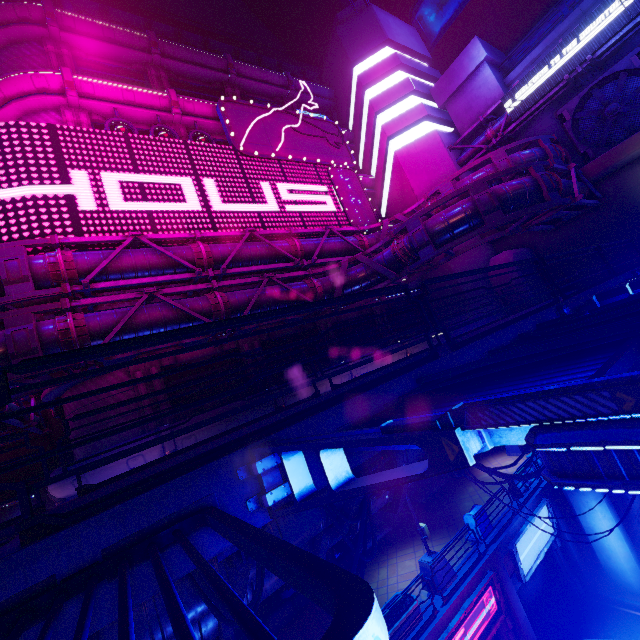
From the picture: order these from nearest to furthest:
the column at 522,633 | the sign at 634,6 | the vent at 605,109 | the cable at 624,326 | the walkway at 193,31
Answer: the cable at 624,326 < the column at 522,633 < the sign at 634,6 < the vent at 605,109 < the walkway at 193,31

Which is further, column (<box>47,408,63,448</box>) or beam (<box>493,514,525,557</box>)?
column (<box>47,408,63,448</box>)

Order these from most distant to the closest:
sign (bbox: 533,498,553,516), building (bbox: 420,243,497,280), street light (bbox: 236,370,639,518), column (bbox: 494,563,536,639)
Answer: building (bbox: 420,243,497,280) → sign (bbox: 533,498,553,516) → column (bbox: 494,563,536,639) → street light (bbox: 236,370,639,518)

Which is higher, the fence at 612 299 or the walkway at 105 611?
the fence at 612 299

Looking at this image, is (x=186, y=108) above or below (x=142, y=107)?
above

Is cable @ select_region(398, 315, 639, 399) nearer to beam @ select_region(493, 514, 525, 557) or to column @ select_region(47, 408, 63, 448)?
beam @ select_region(493, 514, 525, 557)

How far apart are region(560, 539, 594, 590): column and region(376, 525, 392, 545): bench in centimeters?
732cm

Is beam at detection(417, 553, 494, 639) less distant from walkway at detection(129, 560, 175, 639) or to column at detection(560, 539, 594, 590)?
column at detection(560, 539, 594, 590)
